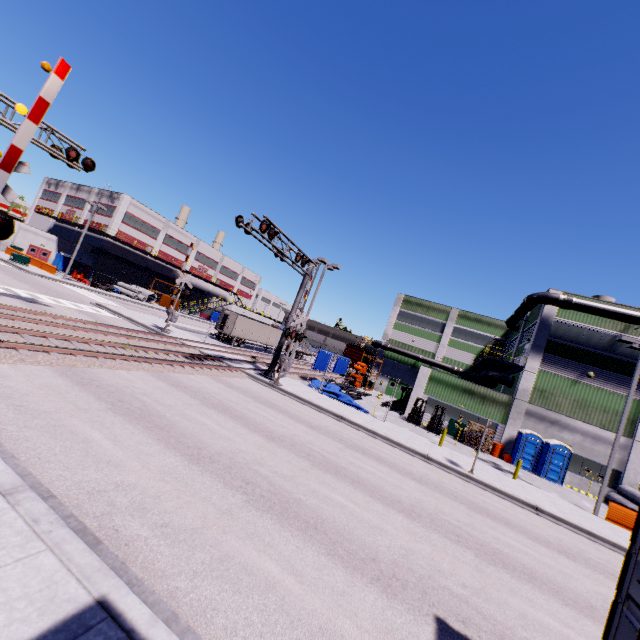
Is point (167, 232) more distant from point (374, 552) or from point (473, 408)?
point (374, 552)

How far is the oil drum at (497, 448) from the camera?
25.2 meters

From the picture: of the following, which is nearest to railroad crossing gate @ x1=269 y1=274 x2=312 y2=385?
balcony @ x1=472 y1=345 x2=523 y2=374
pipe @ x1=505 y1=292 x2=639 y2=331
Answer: pipe @ x1=505 y1=292 x2=639 y2=331

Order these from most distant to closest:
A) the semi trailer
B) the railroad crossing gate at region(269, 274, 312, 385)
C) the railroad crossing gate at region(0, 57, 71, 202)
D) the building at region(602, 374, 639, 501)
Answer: the semi trailer < the building at region(602, 374, 639, 501) < the railroad crossing gate at region(269, 274, 312, 385) < the railroad crossing gate at region(0, 57, 71, 202)

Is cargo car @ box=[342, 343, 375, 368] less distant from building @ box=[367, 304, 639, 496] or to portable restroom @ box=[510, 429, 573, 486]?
building @ box=[367, 304, 639, 496]

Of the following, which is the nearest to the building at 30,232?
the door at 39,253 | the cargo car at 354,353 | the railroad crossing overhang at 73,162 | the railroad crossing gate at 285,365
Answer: the door at 39,253

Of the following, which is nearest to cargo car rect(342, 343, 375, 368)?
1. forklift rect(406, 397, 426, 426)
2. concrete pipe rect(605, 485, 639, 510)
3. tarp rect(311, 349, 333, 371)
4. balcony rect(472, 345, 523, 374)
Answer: tarp rect(311, 349, 333, 371)

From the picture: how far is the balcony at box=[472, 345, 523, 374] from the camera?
28.31m
